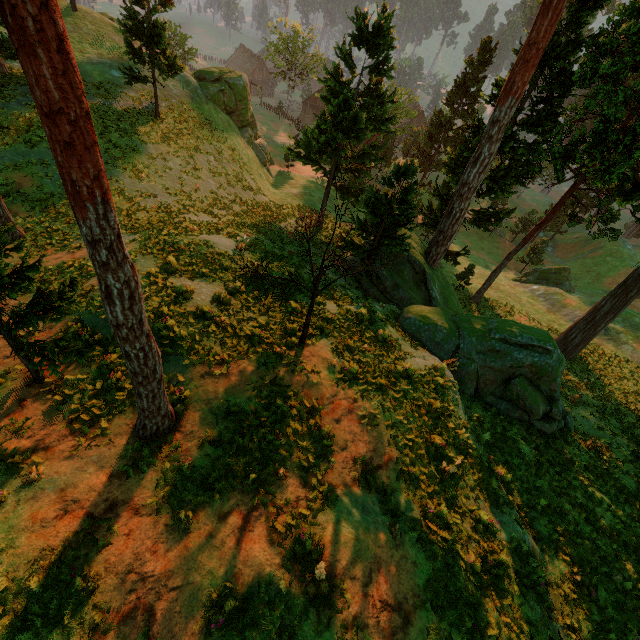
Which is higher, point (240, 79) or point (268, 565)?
point (268, 565)

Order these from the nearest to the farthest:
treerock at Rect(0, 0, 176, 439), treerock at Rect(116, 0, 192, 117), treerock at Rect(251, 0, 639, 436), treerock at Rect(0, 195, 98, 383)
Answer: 1. treerock at Rect(0, 0, 176, 439)
2. treerock at Rect(0, 195, 98, 383)
3. treerock at Rect(251, 0, 639, 436)
4. treerock at Rect(116, 0, 192, 117)

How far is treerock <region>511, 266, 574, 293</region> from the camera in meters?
40.0

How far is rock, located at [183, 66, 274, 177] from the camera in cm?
3391

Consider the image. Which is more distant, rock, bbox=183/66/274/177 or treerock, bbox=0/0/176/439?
rock, bbox=183/66/274/177

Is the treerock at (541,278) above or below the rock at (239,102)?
below

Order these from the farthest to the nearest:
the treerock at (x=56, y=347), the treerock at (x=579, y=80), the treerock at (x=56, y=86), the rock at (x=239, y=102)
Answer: the rock at (x=239, y=102)
the treerock at (x=579, y=80)
the treerock at (x=56, y=347)
the treerock at (x=56, y=86)

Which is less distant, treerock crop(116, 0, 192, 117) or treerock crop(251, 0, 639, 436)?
treerock crop(251, 0, 639, 436)
